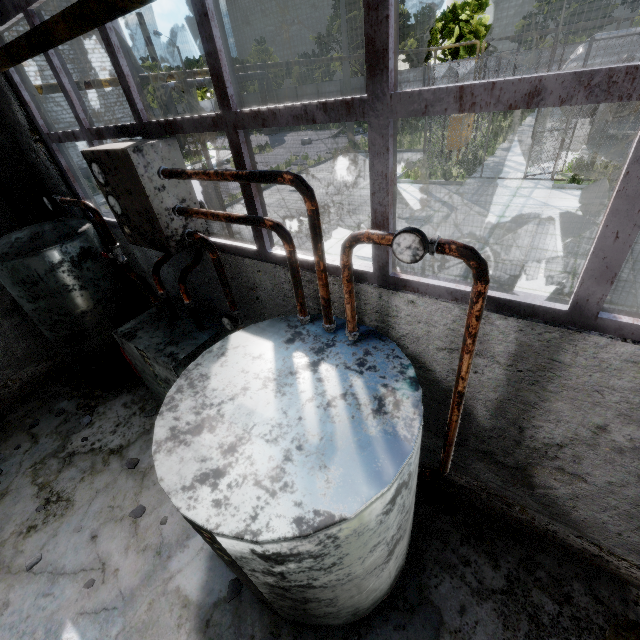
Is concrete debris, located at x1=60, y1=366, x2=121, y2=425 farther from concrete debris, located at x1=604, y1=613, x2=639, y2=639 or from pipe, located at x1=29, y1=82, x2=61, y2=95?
pipe, located at x1=29, y1=82, x2=61, y2=95

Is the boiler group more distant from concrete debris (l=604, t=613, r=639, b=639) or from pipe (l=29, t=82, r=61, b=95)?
pipe (l=29, t=82, r=61, b=95)

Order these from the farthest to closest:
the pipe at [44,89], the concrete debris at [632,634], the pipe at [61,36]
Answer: the pipe at [44,89] → the concrete debris at [632,634] → the pipe at [61,36]

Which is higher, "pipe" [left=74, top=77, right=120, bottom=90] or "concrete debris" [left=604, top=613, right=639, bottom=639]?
"pipe" [left=74, top=77, right=120, bottom=90]

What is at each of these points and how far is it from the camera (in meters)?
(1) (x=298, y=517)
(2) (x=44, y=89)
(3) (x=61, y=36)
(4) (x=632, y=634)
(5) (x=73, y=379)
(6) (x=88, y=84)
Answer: (1) boiler group, 1.73
(2) pipe, 4.53
(3) pipe, 2.11
(4) concrete debris, 2.66
(5) concrete debris, 6.21
(6) pipe, 4.91

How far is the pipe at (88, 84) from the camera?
4.8 meters

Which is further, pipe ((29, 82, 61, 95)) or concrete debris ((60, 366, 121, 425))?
concrete debris ((60, 366, 121, 425))

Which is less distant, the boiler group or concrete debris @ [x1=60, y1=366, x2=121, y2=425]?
the boiler group
